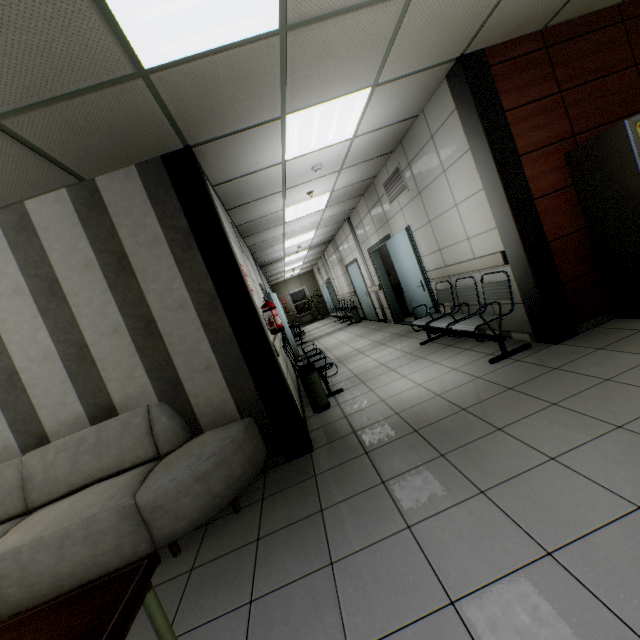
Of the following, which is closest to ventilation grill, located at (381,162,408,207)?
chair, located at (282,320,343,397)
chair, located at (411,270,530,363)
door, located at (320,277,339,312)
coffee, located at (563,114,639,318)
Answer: chair, located at (411,270,530,363)

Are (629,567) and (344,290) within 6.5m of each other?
no

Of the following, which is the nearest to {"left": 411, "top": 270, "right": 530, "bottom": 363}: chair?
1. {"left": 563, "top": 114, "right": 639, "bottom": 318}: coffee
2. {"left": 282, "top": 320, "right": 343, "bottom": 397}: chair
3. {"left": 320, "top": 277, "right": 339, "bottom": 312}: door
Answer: {"left": 563, "top": 114, "right": 639, "bottom": 318}: coffee

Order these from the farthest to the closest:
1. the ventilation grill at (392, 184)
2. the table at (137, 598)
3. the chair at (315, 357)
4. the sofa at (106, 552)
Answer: the ventilation grill at (392, 184)
the chair at (315, 357)
the sofa at (106, 552)
the table at (137, 598)

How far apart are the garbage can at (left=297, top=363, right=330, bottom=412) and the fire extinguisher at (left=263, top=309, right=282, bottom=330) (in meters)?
0.65

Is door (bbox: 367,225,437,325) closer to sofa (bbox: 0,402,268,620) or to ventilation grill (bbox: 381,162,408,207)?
ventilation grill (bbox: 381,162,408,207)

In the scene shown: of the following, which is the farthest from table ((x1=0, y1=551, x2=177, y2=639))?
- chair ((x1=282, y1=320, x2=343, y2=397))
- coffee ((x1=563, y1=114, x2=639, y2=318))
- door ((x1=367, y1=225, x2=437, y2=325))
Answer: door ((x1=367, y1=225, x2=437, y2=325))

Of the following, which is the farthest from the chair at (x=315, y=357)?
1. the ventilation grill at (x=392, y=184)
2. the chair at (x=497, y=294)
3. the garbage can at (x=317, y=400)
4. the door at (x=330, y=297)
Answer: the door at (x=330, y=297)
